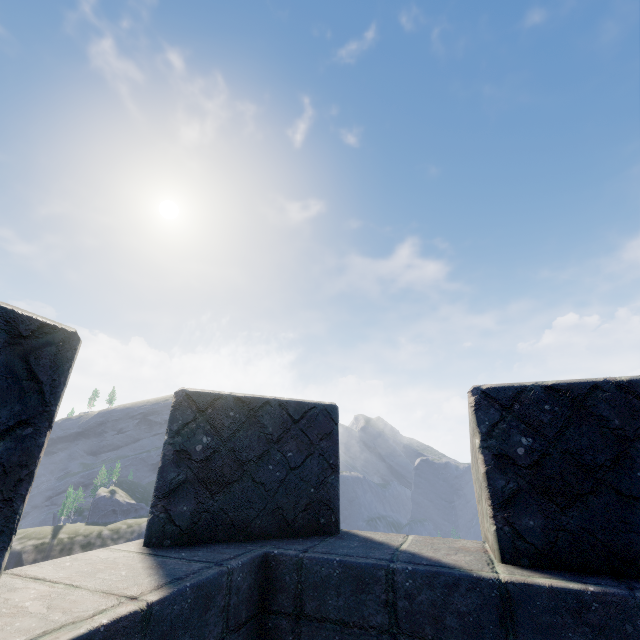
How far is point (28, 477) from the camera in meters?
1.1
